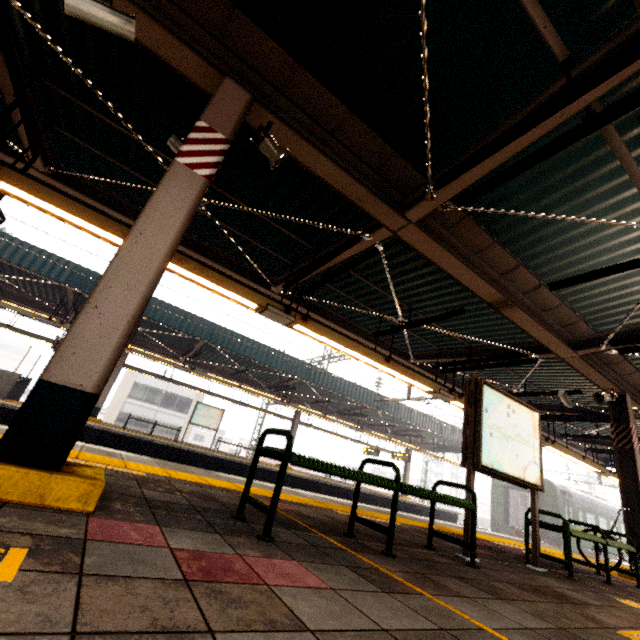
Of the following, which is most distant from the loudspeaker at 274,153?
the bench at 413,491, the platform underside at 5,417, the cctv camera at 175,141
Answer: the platform underside at 5,417

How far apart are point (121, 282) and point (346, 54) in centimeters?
301cm

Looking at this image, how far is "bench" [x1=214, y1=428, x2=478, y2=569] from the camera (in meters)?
2.30

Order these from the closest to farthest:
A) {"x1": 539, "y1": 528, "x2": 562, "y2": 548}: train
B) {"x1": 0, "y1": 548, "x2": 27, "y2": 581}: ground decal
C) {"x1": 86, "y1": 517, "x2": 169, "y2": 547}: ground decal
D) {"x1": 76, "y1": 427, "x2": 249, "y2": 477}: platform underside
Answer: {"x1": 0, "y1": 548, "x2": 27, "y2": 581}: ground decal → {"x1": 86, "y1": 517, "x2": 169, "y2": 547}: ground decal → {"x1": 76, "y1": 427, "x2": 249, "y2": 477}: platform underside → {"x1": 539, "y1": 528, "x2": 562, "y2": 548}: train

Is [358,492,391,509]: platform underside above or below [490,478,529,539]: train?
below

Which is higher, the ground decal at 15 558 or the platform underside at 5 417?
the ground decal at 15 558

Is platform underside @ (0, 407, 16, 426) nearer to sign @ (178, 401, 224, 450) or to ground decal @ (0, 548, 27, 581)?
sign @ (178, 401, 224, 450)

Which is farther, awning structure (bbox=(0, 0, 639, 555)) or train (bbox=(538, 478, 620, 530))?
train (bbox=(538, 478, 620, 530))
